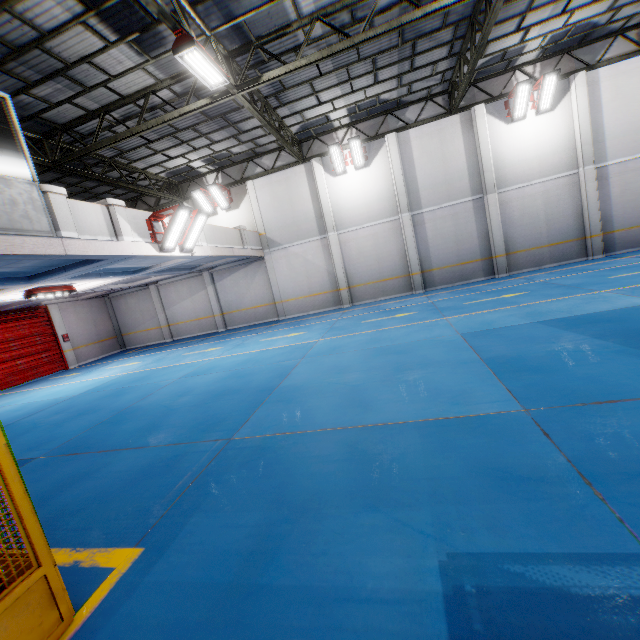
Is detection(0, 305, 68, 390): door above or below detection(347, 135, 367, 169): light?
below

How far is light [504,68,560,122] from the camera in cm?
1328

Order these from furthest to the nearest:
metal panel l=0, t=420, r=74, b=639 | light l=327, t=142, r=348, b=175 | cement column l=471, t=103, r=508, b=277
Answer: light l=327, t=142, r=348, b=175
cement column l=471, t=103, r=508, b=277
metal panel l=0, t=420, r=74, b=639

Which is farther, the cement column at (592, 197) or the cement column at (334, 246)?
the cement column at (334, 246)

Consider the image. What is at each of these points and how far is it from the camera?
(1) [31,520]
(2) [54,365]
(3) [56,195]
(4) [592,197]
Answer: (1) metal panel, 2.3 meters
(2) door, 17.8 meters
(3) cement column, 7.3 meters
(4) cement column, 14.4 meters

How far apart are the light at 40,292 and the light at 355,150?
13.70m

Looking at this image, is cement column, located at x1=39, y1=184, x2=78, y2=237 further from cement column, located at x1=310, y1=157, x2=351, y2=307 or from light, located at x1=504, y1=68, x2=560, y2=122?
light, located at x1=504, y1=68, x2=560, y2=122

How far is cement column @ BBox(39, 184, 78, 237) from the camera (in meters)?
7.11
